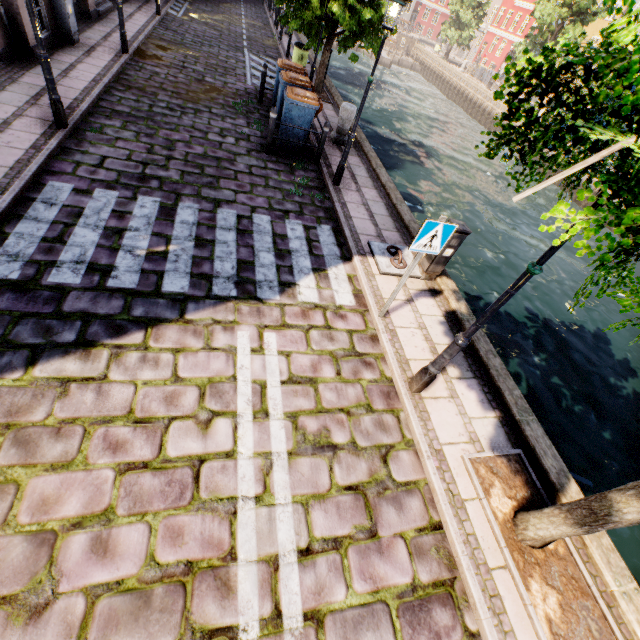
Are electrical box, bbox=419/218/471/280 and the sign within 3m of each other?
yes

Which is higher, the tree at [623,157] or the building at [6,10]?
the tree at [623,157]

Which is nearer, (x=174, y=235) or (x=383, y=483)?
(x=383, y=483)

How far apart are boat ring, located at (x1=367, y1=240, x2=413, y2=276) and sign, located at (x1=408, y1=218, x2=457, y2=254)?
1.88m

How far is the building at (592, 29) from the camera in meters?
30.4

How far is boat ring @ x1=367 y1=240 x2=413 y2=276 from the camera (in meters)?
6.44

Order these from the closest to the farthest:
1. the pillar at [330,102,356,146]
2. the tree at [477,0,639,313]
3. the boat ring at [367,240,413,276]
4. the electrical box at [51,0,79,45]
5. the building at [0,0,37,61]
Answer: the tree at [477,0,639,313], the boat ring at [367,240,413,276], the building at [0,0,37,61], the electrical box at [51,0,79,45], the pillar at [330,102,356,146]

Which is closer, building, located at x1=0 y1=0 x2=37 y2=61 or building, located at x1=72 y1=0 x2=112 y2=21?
building, located at x1=0 y1=0 x2=37 y2=61
